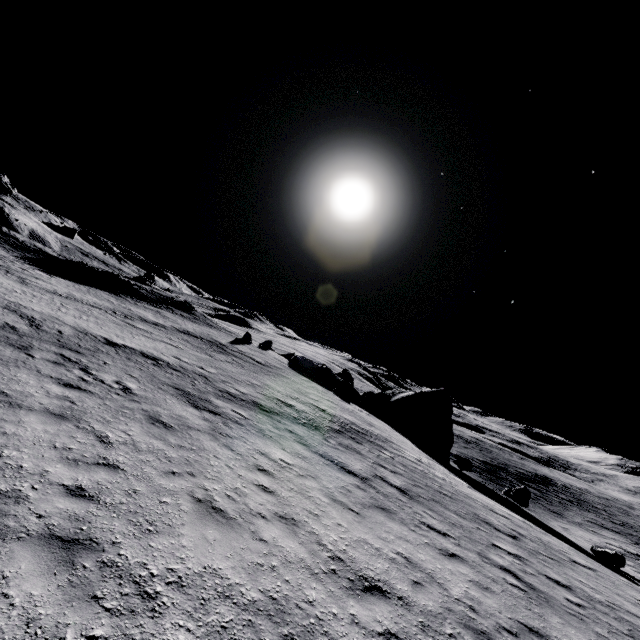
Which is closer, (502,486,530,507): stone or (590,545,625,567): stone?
(590,545,625,567): stone

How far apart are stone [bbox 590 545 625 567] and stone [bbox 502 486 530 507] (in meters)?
8.71

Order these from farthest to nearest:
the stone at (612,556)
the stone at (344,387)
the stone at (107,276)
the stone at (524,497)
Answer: the stone at (107,276), the stone at (344,387), the stone at (524,497), the stone at (612,556)

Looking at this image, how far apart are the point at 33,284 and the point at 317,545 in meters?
27.3

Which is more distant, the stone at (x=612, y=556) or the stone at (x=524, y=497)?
the stone at (x=524, y=497)

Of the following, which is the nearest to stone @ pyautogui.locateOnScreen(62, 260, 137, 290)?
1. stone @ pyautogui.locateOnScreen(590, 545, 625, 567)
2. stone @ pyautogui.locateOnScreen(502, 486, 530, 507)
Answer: stone @ pyautogui.locateOnScreen(502, 486, 530, 507)

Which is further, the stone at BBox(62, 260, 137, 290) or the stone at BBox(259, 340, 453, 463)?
the stone at BBox(62, 260, 137, 290)

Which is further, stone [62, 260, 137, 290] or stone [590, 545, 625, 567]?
stone [62, 260, 137, 290]
